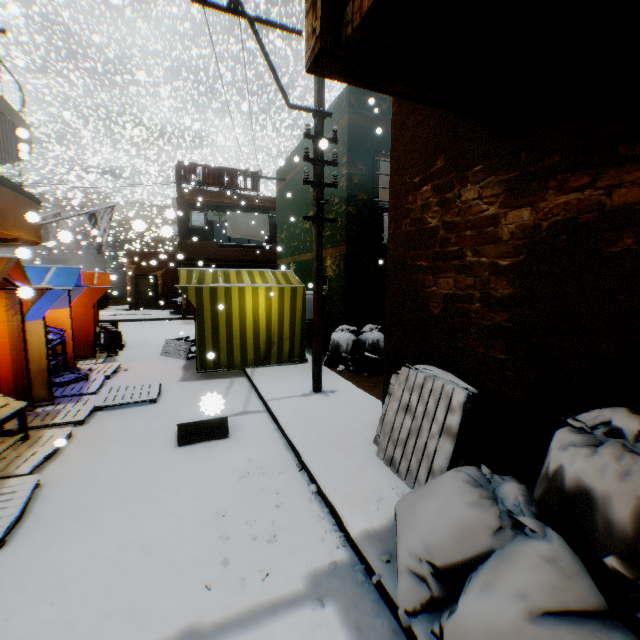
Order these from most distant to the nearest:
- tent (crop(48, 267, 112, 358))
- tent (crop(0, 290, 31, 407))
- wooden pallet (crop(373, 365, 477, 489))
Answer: tent (crop(48, 267, 112, 358)) → tent (crop(0, 290, 31, 407)) → wooden pallet (crop(373, 365, 477, 489))

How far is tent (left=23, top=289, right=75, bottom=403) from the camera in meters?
5.5 m

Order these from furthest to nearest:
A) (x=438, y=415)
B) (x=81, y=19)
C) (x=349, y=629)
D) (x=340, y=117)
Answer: (x=81, y=19) < (x=340, y=117) < (x=438, y=415) < (x=349, y=629)

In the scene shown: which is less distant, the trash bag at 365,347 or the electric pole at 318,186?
the electric pole at 318,186

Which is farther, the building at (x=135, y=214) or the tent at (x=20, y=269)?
the building at (x=135, y=214)

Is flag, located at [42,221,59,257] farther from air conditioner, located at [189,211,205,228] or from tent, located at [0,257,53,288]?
air conditioner, located at [189,211,205,228]

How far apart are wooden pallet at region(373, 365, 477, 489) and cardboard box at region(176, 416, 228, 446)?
1.8m

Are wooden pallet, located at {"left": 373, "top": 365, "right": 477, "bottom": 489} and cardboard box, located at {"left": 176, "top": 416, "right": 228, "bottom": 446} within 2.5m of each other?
yes
